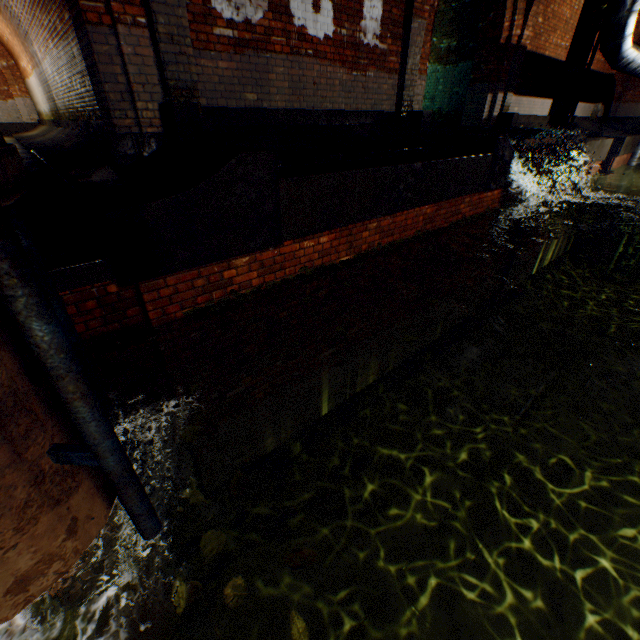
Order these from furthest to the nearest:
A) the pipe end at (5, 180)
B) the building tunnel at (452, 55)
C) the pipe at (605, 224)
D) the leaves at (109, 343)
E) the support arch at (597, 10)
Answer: the pipe at (605, 224) → the support arch at (597, 10) → the building tunnel at (452, 55) → the leaves at (109, 343) → the pipe end at (5, 180)

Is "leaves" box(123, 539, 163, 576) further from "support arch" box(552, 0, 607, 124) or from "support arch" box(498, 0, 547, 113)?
"support arch" box(552, 0, 607, 124)

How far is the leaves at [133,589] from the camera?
1.35m

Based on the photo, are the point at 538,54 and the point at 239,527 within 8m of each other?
no

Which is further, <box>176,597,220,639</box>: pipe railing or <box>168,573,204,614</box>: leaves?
<box>176,597,220,639</box>: pipe railing

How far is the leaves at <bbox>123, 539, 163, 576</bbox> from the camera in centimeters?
146cm

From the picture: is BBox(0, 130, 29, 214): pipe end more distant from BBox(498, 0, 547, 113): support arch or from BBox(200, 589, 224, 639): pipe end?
BBox(498, 0, 547, 113): support arch

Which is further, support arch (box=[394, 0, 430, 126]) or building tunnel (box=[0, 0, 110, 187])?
support arch (box=[394, 0, 430, 126])
